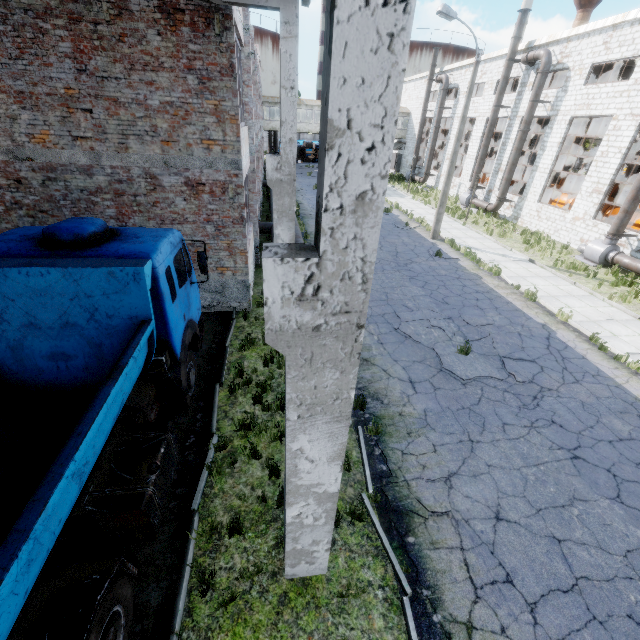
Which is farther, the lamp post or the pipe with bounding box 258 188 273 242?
the pipe with bounding box 258 188 273 242

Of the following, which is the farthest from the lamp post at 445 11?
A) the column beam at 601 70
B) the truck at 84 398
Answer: the truck at 84 398

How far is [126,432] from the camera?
4.86m

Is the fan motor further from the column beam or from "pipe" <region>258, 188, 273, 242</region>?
the column beam

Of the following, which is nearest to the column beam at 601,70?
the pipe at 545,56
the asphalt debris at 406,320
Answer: the pipe at 545,56

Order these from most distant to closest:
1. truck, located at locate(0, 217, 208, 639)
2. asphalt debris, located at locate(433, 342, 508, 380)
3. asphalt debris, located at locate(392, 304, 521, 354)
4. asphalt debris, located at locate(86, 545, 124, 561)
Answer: asphalt debris, located at locate(392, 304, 521, 354), asphalt debris, located at locate(433, 342, 508, 380), asphalt debris, located at locate(86, 545, 124, 561), truck, located at locate(0, 217, 208, 639)

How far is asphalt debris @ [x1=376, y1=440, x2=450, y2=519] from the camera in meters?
5.5

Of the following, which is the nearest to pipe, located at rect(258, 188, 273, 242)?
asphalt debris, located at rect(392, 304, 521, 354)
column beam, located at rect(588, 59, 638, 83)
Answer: asphalt debris, located at rect(392, 304, 521, 354)
